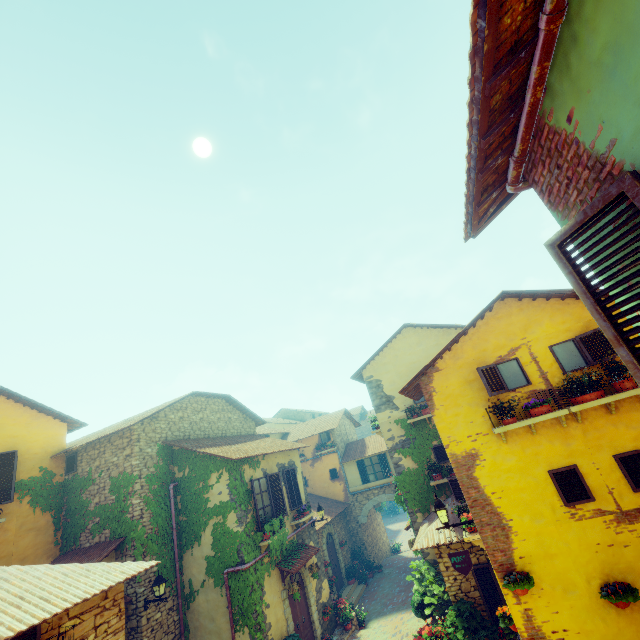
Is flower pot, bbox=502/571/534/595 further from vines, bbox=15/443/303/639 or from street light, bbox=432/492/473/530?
vines, bbox=15/443/303/639

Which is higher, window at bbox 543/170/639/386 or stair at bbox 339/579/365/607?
window at bbox 543/170/639/386

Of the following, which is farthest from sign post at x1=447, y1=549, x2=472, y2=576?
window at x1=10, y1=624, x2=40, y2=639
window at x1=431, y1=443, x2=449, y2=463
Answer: window at x1=10, y1=624, x2=40, y2=639

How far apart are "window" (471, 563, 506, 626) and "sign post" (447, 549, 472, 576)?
2.94m

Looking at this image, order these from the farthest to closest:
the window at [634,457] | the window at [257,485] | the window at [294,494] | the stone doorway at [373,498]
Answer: the stone doorway at [373,498]
the window at [294,494]
the window at [257,485]
the window at [634,457]

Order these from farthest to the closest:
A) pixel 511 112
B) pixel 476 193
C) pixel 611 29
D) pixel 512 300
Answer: pixel 512 300
pixel 476 193
pixel 511 112
pixel 611 29

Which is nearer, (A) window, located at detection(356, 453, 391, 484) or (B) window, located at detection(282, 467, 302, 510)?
(B) window, located at detection(282, 467, 302, 510)

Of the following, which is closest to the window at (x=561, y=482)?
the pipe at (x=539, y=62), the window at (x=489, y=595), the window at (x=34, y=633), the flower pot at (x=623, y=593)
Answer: the flower pot at (x=623, y=593)
